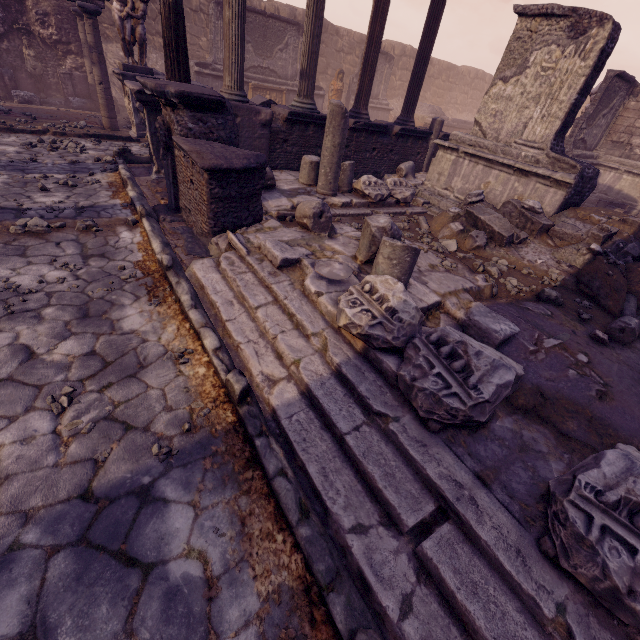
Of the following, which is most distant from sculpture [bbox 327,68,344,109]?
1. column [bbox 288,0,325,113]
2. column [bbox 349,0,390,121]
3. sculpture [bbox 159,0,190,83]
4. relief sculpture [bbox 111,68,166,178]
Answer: sculpture [bbox 159,0,190,83]

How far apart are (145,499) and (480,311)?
3.68m

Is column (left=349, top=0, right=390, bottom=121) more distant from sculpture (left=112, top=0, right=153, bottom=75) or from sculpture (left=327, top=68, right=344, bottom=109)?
sculpture (left=327, top=68, right=344, bottom=109)

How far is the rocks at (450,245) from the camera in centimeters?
566cm

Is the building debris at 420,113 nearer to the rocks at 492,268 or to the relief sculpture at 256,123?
A: the relief sculpture at 256,123

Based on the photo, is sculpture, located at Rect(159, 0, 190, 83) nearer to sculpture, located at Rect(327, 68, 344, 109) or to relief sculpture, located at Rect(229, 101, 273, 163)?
relief sculpture, located at Rect(229, 101, 273, 163)

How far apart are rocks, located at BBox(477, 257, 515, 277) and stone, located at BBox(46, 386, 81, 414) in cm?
551

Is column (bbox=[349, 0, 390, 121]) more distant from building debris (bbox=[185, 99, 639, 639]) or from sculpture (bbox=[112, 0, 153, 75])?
sculpture (bbox=[112, 0, 153, 75])
